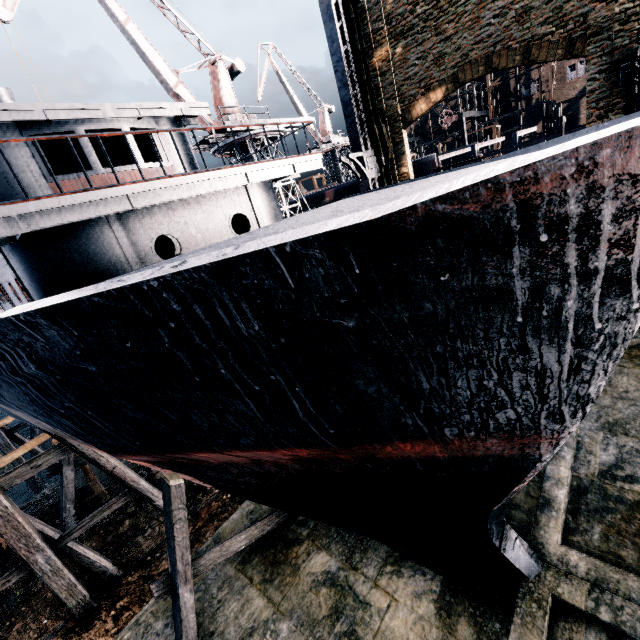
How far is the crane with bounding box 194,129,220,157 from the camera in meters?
25.6

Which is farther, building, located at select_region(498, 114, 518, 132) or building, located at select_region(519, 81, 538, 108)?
building, located at select_region(498, 114, 518, 132)

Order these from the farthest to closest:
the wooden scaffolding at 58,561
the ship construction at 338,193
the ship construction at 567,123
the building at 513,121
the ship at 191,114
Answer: the building at 513,121 < the ship construction at 338,193 < the ship construction at 567,123 < the wooden scaffolding at 58,561 < the ship at 191,114

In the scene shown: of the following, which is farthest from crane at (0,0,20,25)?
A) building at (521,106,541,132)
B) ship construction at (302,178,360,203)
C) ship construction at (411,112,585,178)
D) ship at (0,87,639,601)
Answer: building at (521,106,541,132)

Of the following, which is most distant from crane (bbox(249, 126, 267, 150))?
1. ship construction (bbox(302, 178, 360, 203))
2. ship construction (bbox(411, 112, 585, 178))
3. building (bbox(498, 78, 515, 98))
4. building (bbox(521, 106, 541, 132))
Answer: building (bbox(498, 78, 515, 98))

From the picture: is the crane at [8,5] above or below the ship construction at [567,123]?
above

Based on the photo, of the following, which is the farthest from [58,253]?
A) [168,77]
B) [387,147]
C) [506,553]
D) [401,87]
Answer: [168,77]
